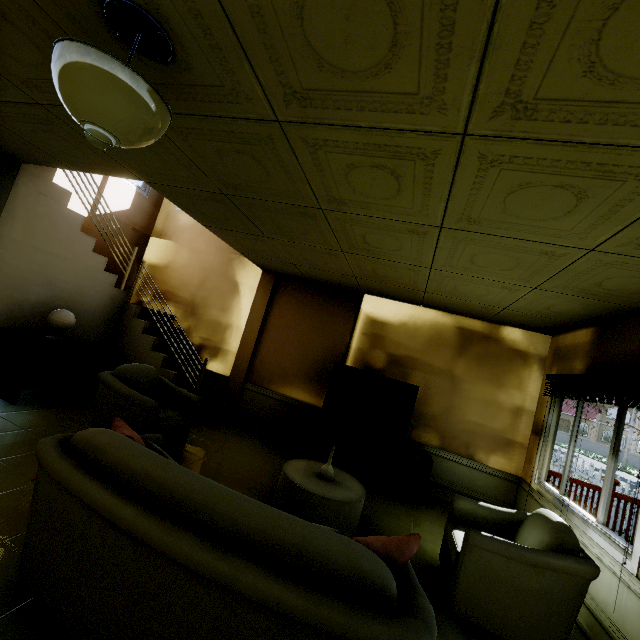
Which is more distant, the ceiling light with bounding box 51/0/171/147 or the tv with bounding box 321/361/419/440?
the tv with bounding box 321/361/419/440

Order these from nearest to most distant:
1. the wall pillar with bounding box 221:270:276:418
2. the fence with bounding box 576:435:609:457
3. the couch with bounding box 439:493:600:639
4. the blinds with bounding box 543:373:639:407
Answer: the couch with bounding box 439:493:600:639 < the blinds with bounding box 543:373:639:407 < the wall pillar with bounding box 221:270:276:418 < the fence with bounding box 576:435:609:457

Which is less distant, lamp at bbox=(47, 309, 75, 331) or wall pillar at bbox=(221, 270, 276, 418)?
lamp at bbox=(47, 309, 75, 331)

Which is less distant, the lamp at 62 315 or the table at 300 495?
the table at 300 495

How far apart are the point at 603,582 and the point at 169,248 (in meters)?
7.87

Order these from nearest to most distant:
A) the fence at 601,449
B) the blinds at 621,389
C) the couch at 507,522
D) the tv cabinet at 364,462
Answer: the couch at 507,522 < the blinds at 621,389 < the tv cabinet at 364,462 < the fence at 601,449

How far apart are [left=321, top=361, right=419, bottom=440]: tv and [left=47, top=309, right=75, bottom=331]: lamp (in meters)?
3.74

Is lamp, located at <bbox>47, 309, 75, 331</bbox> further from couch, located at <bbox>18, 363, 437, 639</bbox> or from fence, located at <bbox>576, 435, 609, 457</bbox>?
fence, located at <bbox>576, 435, 609, 457</bbox>
